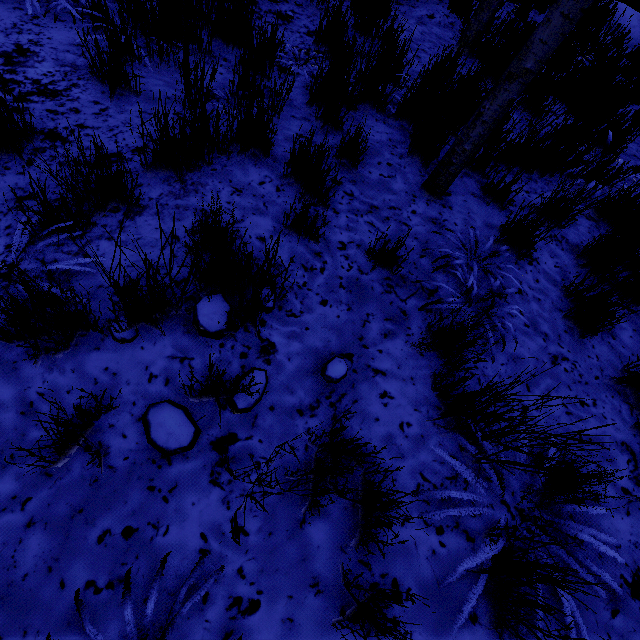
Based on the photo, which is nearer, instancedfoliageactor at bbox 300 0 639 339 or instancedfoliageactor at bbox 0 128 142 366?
instancedfoliageactor at bbox 0 128 142 366

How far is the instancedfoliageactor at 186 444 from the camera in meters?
1.4 m

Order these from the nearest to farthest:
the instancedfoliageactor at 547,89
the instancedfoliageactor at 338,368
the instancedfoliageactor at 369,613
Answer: the instancedfoliageactor at 369,613
the instancedfoliageactor at 338,368
the instancedfoliageactor at 547,89

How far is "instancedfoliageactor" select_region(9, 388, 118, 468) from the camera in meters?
1.1

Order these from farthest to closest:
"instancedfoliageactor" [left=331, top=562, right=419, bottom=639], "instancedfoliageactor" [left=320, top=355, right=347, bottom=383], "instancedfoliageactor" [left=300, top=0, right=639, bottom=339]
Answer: "instancedfoliageactor" [left=300, top=0, right=639, bottom=339] < "instancedfoliageactor" [left=320, top=355, right=347, bottom=383] < "instancedfoliageactor" [left=331, top=562, right=419, bottom=639]

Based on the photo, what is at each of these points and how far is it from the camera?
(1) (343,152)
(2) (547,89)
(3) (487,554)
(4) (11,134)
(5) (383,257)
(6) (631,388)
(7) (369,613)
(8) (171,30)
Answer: (1) instancedfoliageactor, 2.6m
(2) instancedfoliageactor, 3.9m
(3) instancedfoliageactor, 1.4m
(4) instancedfoliageactor, 1.9m
(5) instancedfoliageactor, 2.1m
(6) instancedfoliageactor, 2.1m
(7) instancedfoliageactor, 1.2m
(8) instancedfoliageactor, 2.6m
